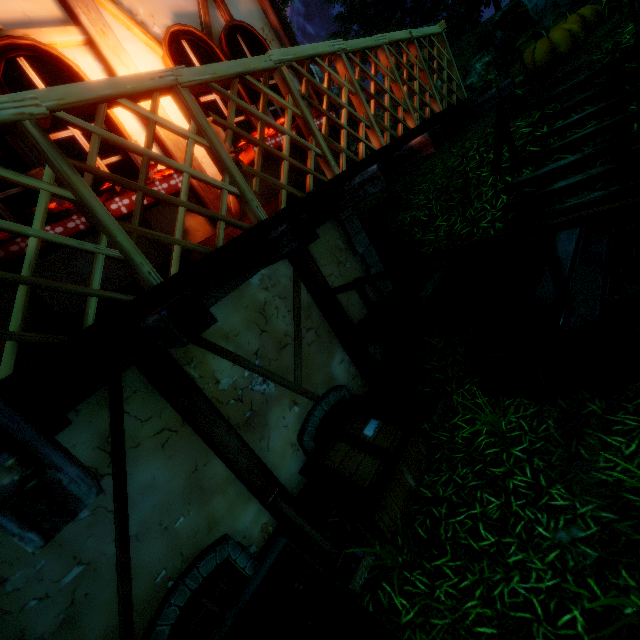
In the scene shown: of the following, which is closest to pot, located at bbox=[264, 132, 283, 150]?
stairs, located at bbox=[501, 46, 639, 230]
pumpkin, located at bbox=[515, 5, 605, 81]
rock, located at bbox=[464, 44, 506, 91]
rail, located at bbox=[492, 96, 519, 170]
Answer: rail, located at bbox=[492, 96, 519, 170]

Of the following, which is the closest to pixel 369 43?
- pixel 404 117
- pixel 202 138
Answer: pixel 404 117

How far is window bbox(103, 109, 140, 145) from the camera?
3.12m

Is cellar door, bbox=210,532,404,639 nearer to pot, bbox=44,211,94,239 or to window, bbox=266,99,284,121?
pot, bbox=44,211,94,239

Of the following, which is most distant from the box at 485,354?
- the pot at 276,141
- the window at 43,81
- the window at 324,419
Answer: the window at 43,81

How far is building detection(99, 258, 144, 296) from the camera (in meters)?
3.00

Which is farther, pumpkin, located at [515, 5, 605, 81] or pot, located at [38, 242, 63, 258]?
pumpkin, located at [515, 5, 605, 81]

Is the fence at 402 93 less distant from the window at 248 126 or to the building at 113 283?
the building at 113 283
